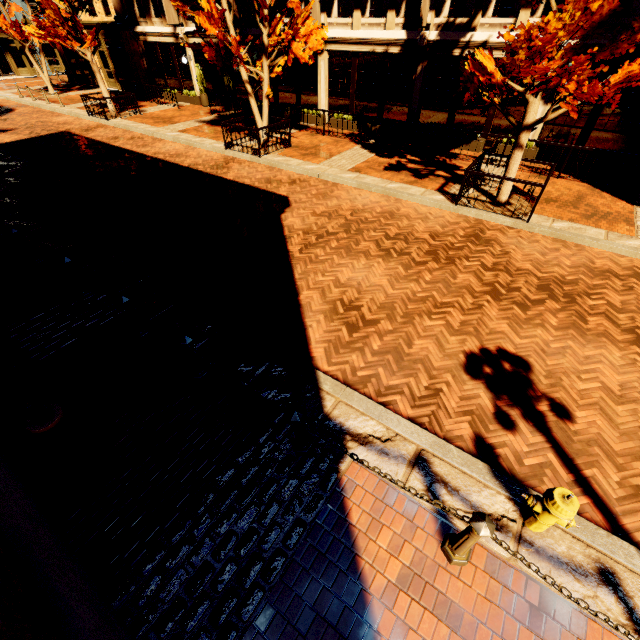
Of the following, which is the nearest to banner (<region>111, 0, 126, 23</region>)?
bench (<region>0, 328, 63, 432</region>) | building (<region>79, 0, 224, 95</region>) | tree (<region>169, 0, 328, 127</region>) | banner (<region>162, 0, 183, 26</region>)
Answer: building (<region>79, 0, 224, 95</region>)

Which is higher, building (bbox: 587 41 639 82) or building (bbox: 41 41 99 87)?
building (bbox: 587 41 639 82)

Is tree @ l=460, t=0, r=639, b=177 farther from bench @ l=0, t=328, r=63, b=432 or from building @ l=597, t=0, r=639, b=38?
bench @ l=0, t=328, r=63, b=432

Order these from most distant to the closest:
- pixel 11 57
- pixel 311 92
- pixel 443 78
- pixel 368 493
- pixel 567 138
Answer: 1. pixel 11 57
2. pixel 311 92
3. pixel 443 78
4. pixel 567 138
5. pixel 368 493

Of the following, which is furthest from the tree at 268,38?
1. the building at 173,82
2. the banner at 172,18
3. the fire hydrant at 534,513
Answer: the fire hydrant at 534,513

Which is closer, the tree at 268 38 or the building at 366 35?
the tree at 268 38

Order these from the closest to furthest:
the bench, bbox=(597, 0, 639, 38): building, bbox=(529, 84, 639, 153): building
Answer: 1. the bench
2. bbox=(597, 0, 639, 38): building
3. bbox=(529, 84, 639, 153): building

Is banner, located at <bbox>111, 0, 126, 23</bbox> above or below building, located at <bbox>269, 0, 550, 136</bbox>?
above
